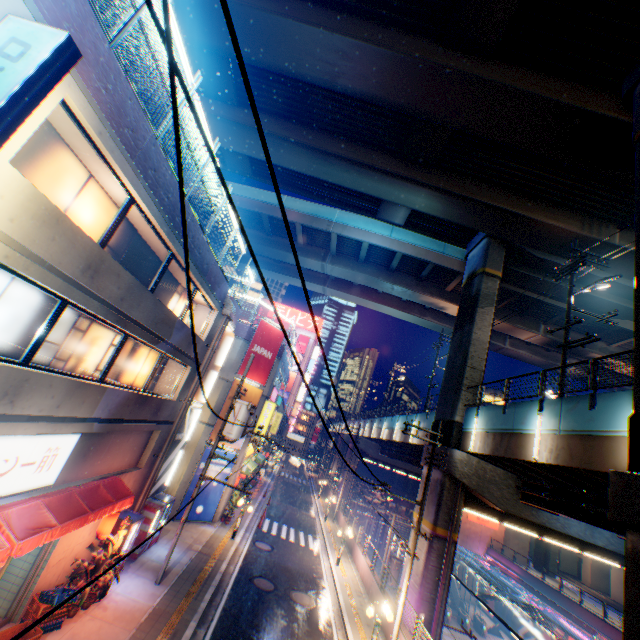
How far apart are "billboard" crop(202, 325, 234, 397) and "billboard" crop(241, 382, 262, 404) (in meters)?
3.11

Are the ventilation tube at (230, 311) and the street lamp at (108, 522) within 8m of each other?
no

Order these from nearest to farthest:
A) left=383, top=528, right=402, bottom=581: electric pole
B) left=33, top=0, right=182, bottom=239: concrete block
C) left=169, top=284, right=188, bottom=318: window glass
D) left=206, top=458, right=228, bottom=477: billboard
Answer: left=33, top=0, right=182, bottom=239: concrete block
left=169, top=284, right=188, bottom=318: window glass
left=206, top=458, right=228, bottom=477: billboard
left=383, top=528, right=402, bottom=581: electric pole

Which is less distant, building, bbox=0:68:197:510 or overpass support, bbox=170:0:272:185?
building, bbox=0:68:197:510

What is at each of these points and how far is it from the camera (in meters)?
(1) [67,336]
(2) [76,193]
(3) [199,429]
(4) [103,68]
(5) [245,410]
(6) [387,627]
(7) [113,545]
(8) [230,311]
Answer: (1) window glass, 8.71
(2) window glass, 7.53
(3) building, 20.70
(4) concrete block, 6.07
(5) electric pole, 14.36
(6) concrete block, 15.05
(7) plants, 11.23
(8) ventilation tube, 16.59

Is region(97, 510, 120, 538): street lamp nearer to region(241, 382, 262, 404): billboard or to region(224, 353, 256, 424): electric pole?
region(224, 353, 256, 424): electric pole

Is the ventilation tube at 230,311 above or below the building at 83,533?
above

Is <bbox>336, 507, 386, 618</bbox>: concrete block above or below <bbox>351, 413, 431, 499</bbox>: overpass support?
below
